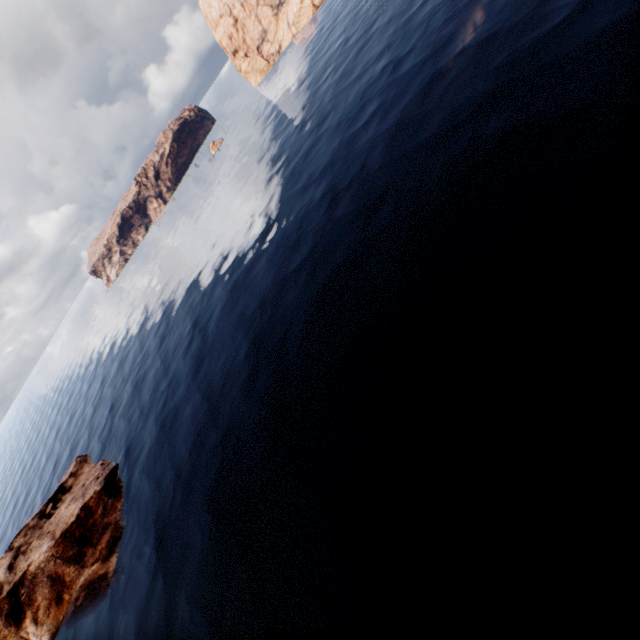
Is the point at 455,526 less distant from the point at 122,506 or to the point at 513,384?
the point at 513,384
